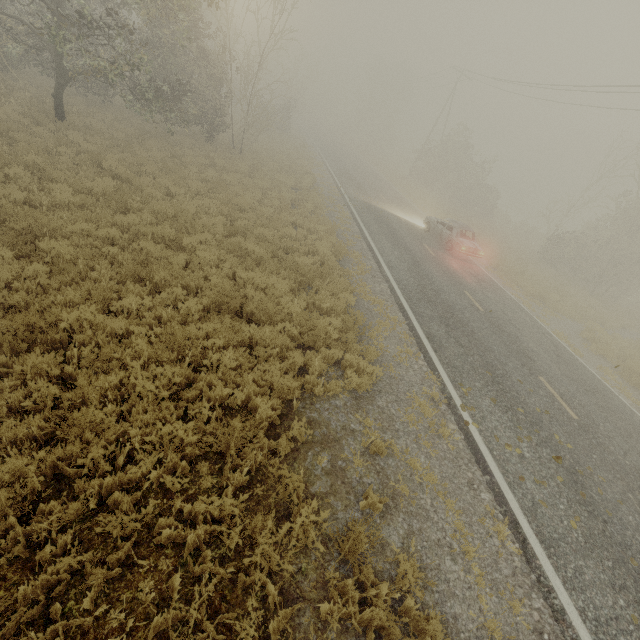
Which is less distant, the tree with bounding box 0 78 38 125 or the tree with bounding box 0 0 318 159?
the tree with bounding box 0 0 318 159

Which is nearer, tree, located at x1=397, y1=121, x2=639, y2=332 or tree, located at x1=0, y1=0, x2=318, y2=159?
tree, located at x1=0, y1=0, x2=318, y2=159

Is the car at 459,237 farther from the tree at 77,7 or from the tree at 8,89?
the tree at 8,89

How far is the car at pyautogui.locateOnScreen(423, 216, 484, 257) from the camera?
17.2m

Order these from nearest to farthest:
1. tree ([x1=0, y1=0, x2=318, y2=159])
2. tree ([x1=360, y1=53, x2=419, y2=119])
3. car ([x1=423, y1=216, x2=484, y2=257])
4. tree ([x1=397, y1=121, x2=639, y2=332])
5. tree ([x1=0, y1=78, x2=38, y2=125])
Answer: tree ([x1=0, y1=0, x2=318, y2=159]) < tree ([x1=0, y1=78, x2=38, y2=125]) < car ([x1=423, y1=216, x2=484, y2=257]) < tree ([x1=397, y1=121, x2=639, y2=332]) < tree ([x1=360, y1=53, x2=419, y2=119])

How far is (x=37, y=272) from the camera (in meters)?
6.41
